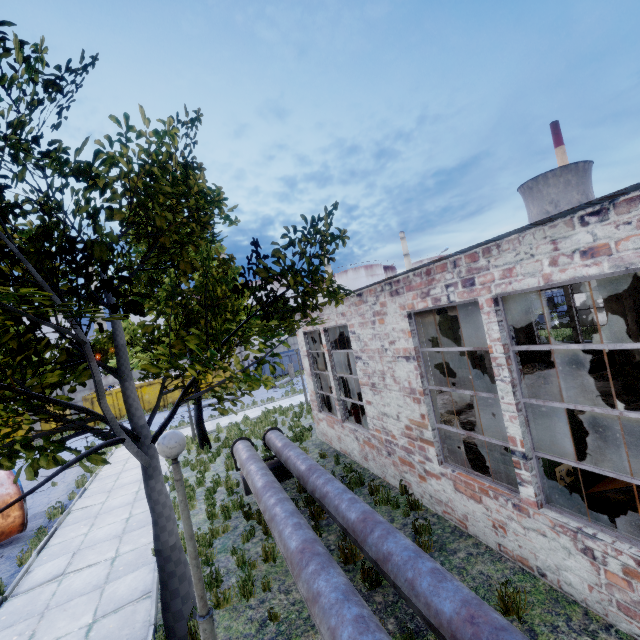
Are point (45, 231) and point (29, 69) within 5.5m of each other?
yes

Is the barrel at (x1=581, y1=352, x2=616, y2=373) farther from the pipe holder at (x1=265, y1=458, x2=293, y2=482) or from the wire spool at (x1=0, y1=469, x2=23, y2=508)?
the wire spool at (x1=0, y1=469, x2=23, y2=508)

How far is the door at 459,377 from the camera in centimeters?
1544cm

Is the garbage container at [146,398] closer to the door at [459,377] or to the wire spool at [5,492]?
the wire spool at [5,492]

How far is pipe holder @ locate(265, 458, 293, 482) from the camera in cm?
951

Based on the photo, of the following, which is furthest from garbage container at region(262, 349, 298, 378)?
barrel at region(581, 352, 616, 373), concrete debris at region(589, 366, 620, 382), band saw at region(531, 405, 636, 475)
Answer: band saw at region(531, 405, 636, 475)

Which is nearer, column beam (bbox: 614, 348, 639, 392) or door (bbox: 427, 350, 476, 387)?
column beam (bbox: 614, 348, 639, 392)

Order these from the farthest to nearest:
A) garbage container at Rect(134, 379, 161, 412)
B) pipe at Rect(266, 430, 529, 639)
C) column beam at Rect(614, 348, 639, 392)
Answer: garbage container at Rect(134, 379, 161, 412) < column beam at Rect(614, 348, 639, 392) < pipe at Rect(266, 430, 529, 639)
